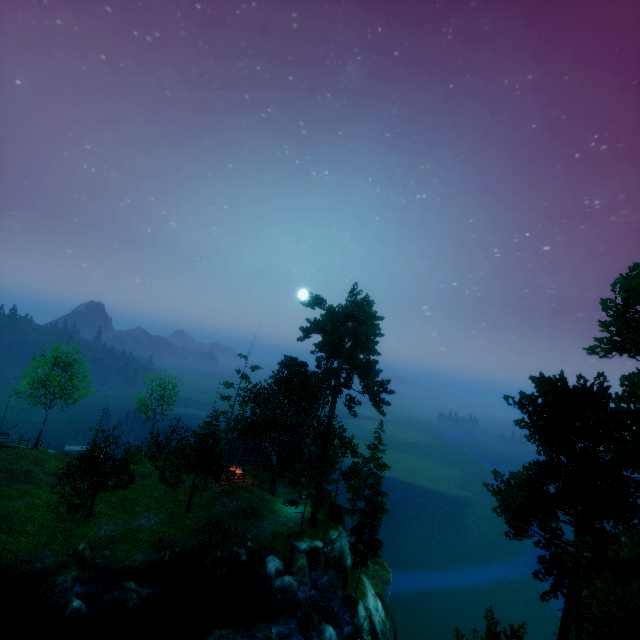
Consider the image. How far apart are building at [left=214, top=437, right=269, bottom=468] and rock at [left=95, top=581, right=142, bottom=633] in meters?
13.6 m

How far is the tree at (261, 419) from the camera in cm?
3067

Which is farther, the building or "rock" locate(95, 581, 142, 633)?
the building

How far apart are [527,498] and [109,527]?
30.9m

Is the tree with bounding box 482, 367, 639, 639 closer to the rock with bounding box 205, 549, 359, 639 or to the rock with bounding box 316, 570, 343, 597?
the rock with bounding box 316, 570, 343, 597

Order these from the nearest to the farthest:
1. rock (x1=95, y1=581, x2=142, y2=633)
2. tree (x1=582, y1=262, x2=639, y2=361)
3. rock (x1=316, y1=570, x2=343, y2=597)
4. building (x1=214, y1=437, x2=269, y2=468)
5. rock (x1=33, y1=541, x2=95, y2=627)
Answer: tree (x1=582, y1=262, x2=639, y2=361) → rock (x1=33, y1=541, x2=95, y2=627) → rock (x1=95, y1=581, x2=142, y2=633) → rock (x1=316, y1=570, x2=343, y2=597) → building (x1=214, y1=437, x2=269, y2=468)

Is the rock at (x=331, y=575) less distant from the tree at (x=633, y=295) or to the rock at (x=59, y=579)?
the tree at (x=633, y=295)

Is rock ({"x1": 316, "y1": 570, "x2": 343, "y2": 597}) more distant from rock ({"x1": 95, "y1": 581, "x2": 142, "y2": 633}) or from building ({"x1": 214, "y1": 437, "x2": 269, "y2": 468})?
rock ({"x1": 95, "y1": 581, "x2": 142, "y2": 633})
